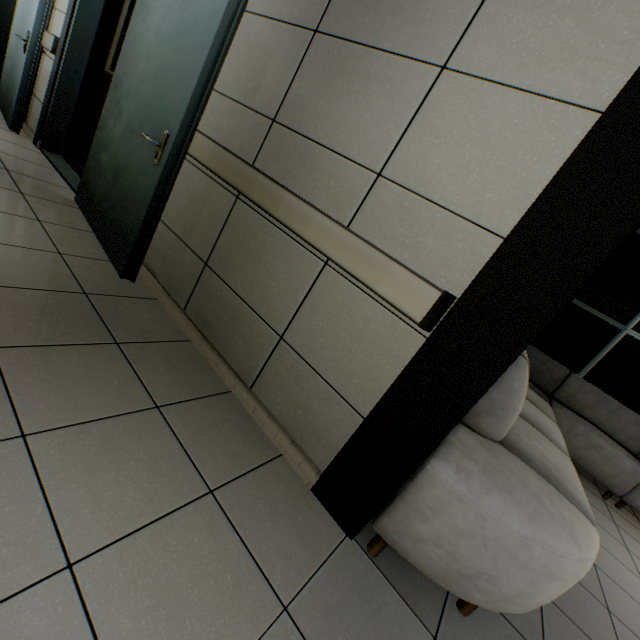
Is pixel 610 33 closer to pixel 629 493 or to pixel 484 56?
pixel 484 56

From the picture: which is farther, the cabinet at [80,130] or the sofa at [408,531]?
the cabinet at [80,130]

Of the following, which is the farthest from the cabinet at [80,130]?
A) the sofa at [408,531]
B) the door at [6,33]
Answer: the sofa at [408,531]

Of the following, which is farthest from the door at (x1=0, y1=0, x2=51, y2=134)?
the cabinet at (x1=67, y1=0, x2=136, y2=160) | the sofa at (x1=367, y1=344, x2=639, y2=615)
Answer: the sofa at (x1=367, y1=344, x2=639, y2=615)

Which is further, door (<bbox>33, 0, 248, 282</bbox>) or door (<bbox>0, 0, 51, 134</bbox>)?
door (<bbox>0, 0, 51, 134</bbox>)

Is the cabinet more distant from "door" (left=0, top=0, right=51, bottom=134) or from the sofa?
the sofa
